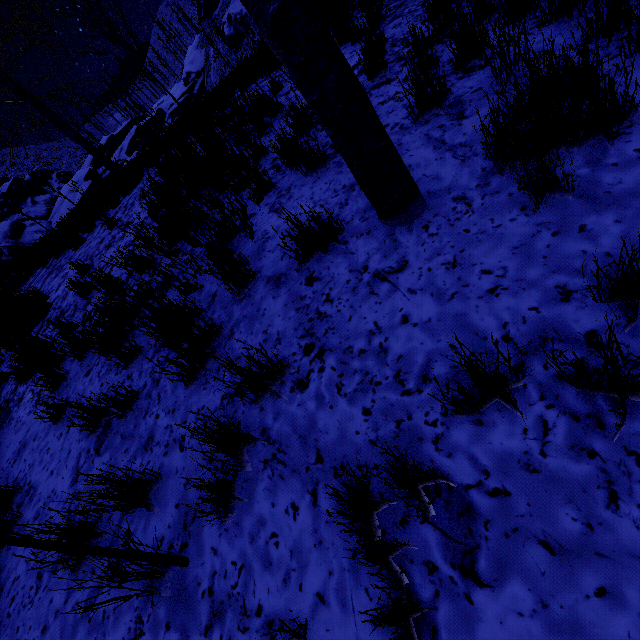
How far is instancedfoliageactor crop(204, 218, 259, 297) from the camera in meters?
2.8 m

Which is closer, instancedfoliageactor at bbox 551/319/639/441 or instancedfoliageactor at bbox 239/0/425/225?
instancedfoliageactor at bbox 551/319/639/441

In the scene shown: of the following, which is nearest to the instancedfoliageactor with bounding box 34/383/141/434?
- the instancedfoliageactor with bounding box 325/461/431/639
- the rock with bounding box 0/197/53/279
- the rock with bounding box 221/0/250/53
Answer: the instancedfoliageactor with bounding box 325/461/431/639

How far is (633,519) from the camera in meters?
1.2

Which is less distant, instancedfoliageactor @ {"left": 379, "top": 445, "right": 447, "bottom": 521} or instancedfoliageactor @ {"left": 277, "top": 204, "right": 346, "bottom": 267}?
instancedfoliageactor @ {"left": 379, "top": 445, "right": 447, "bottom": 521}

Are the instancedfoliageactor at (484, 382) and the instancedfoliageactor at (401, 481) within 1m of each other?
yes

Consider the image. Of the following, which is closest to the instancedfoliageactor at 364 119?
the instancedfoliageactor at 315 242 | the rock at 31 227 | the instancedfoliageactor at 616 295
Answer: the instancedfoliageactor at 315 242

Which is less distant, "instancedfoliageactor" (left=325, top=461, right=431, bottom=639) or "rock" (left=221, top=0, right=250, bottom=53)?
"instancedfoliageactor" (left=325, top=461, right=431, bottom=639)
